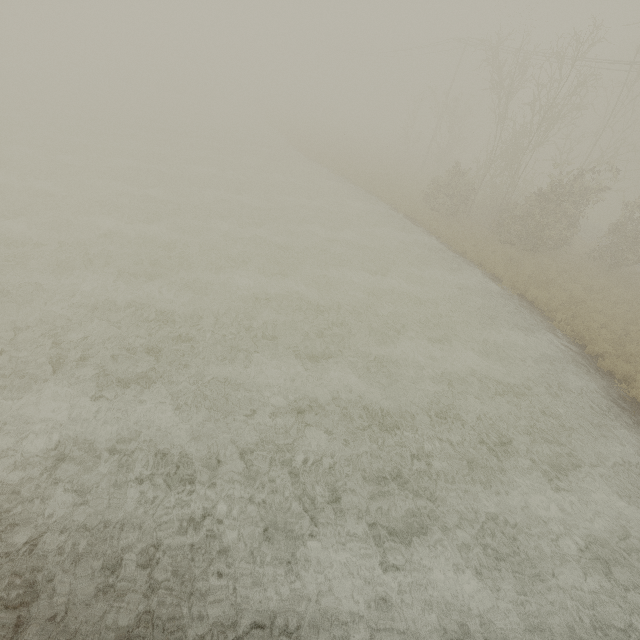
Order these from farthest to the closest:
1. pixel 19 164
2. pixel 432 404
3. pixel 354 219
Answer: pixel 354 219, pixel 19 164, pixel 432 404

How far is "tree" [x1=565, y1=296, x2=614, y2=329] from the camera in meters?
14.5

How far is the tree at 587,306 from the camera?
14.5 meters
